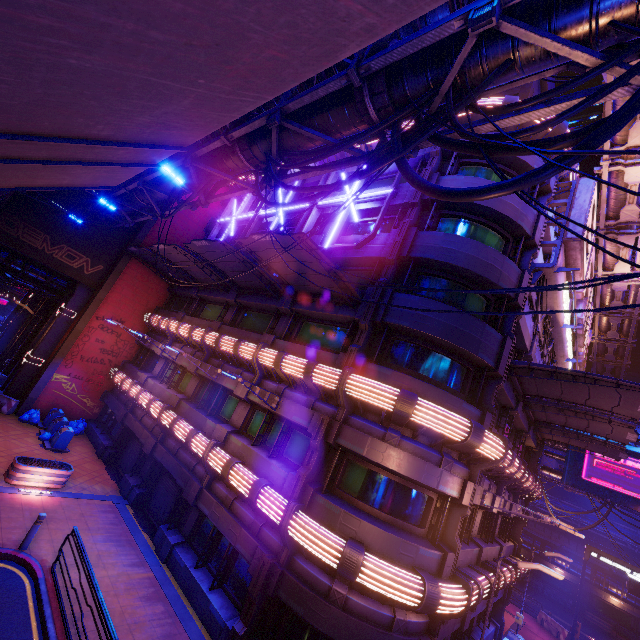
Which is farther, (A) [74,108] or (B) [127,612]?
(B) [127,612]

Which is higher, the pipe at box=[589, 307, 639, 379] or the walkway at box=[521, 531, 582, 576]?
the pipe at box=[589, 307, 639, 379]

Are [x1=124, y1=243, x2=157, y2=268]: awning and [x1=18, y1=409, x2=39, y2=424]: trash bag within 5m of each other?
no

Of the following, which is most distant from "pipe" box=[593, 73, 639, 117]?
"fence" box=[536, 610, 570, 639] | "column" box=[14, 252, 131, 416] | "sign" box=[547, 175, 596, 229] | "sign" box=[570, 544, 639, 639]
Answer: "fence" box=[536, 610, 570, 639]

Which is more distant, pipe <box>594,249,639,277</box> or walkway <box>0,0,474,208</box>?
pipe <box>594,249,639,277</box>

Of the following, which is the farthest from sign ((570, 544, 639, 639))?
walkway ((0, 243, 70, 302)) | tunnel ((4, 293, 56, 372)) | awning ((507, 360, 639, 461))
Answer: tunnel ((4, 293, 56, 372))

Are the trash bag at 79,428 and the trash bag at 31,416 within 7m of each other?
yes

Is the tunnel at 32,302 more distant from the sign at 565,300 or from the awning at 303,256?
the sign at 565,300
